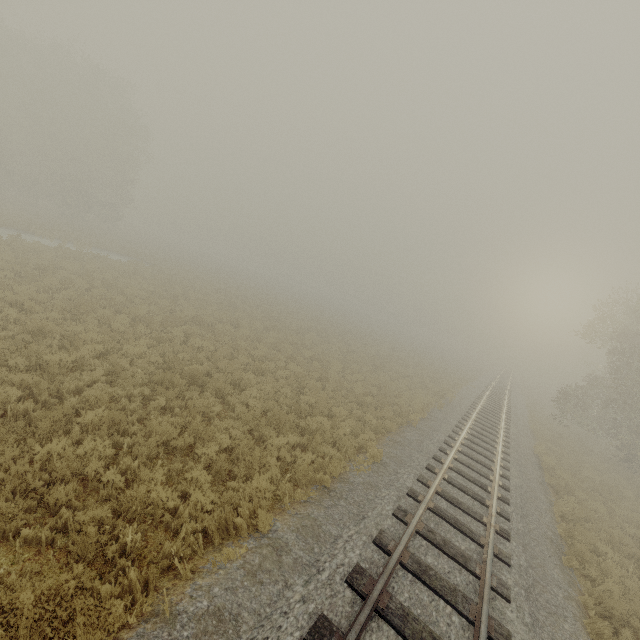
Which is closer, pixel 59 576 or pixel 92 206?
pixel 59 576
